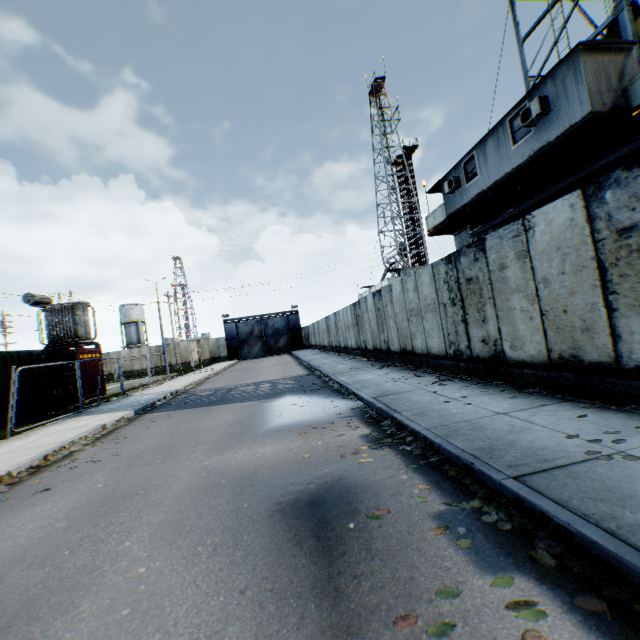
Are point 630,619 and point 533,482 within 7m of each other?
yes

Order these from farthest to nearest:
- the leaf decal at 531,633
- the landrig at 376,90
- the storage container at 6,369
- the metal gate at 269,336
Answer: the metal gate at 269,336, the landrig at 376,90, the storage container at 6,369, the leaf decal at 531,633

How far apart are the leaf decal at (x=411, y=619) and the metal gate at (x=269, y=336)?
46.00m

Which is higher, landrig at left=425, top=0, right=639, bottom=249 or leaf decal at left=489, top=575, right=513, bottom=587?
landrig at left=425, top=0, right=639, bottom=249

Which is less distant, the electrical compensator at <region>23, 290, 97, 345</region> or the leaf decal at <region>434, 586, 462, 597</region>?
the leaf decal at <region>434, 586, 462, 597</region>

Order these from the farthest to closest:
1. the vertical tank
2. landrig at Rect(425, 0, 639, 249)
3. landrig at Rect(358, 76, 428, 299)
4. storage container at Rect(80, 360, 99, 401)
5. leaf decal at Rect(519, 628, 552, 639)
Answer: the vertical tank → landrig at Rect(358, 76, 428, 299) → storage container at Rect(80, 360, 99, 401) → landrig at Rect(425, 0, 639, 249) → leaf decal at Rect(519, 628, 552, 639)

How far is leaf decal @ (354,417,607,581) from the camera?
2.3m

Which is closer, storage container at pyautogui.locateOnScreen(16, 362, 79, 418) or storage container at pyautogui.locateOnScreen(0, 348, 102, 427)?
storage container at pyautogui.locateOnScreen(0, 348, 102, 427)
